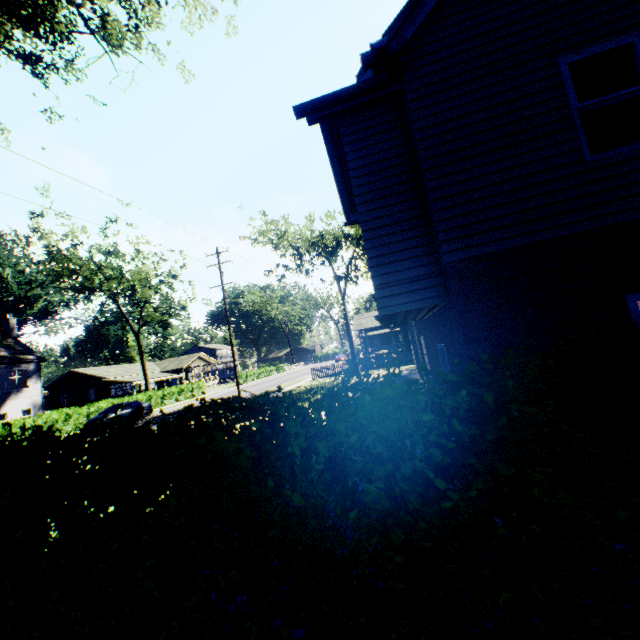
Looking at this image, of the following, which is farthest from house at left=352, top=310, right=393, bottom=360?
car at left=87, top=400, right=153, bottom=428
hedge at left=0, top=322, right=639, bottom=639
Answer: car at left=87, top=400, right=153, bottom=428

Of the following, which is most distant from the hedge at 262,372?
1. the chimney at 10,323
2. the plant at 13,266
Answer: the plant at 13,266

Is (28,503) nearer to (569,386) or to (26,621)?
(26,621)

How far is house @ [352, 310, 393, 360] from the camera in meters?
36.4

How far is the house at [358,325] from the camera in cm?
3644

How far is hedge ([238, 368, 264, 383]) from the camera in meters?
51.1 m

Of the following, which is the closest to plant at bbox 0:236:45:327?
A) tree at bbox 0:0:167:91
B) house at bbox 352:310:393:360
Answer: tree at bbox 0:0:167:91

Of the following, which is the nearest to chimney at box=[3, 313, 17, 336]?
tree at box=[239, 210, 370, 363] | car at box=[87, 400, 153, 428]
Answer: car at box=[87, 400, 153, 428]
